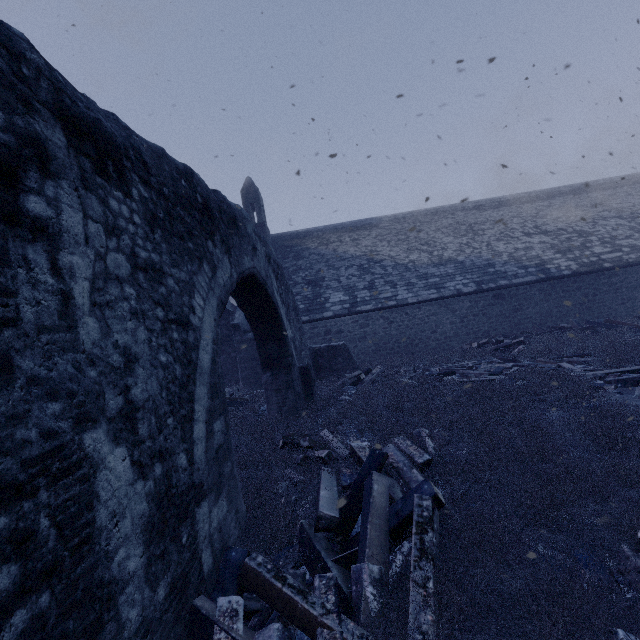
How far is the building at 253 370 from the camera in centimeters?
1479cm

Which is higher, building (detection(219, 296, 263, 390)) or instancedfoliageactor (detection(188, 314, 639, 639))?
building (detection(219, 296, 263, 390))

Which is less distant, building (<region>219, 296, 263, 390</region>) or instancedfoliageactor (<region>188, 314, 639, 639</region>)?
instancedfoliageactor (<region>188, 314, 639, 639</region>)

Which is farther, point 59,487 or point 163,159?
point 163,159

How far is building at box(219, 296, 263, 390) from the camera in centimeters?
1479cm

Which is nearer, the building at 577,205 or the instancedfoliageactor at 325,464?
the instancedfoliageactor at 325,464
